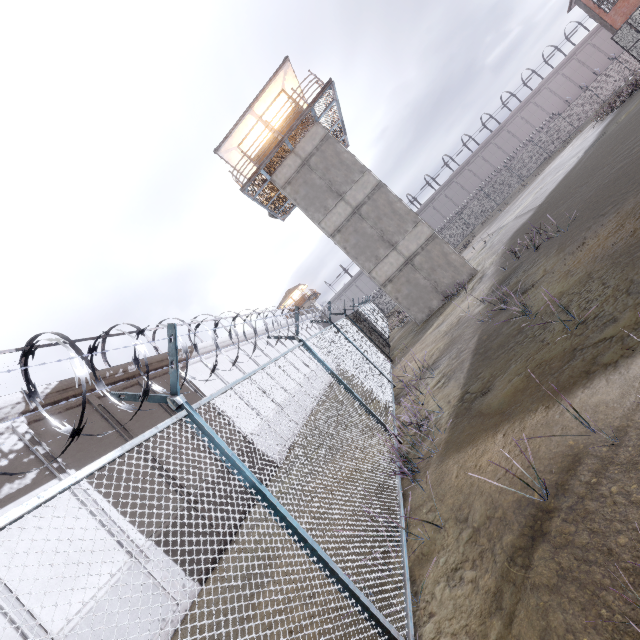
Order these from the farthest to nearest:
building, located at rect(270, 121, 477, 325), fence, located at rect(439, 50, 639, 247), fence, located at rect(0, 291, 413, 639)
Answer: fence, located at rect(439, 50, 639, 247) < building, located at rect(270, 121, 477, 325) < fence, located at rect(0, 291, 413, 639)

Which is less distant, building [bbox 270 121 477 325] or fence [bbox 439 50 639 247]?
building [bbox 270 121 477 325]

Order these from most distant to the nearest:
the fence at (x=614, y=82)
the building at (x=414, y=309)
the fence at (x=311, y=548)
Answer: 1. the fence at (x=614, y=82)
2. the building at (x=414, y=309)
3. the fence at (x=311, y=548)

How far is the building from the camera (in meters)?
17.03

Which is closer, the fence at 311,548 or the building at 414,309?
the fence at 311,548

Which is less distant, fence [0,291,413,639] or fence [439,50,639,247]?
fence [0,291,413,639]

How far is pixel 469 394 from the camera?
5.96m
